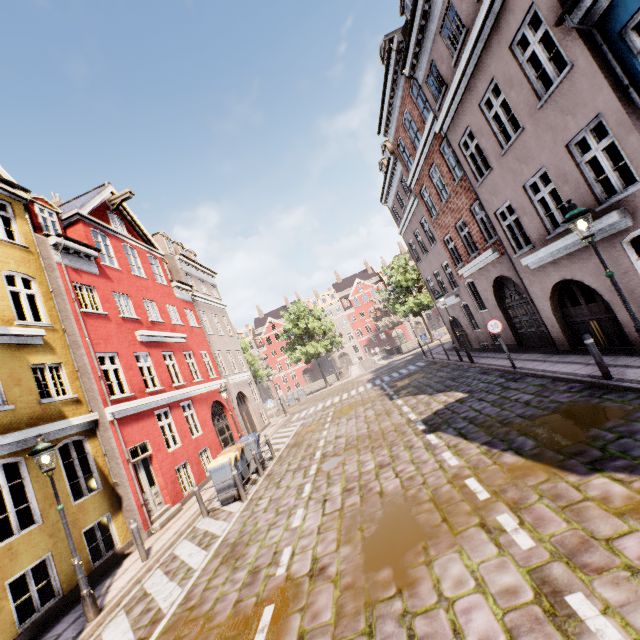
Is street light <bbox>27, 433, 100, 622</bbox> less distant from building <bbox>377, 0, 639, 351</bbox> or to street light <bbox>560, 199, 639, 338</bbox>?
building <bbox>377, 0, 639, 351</bbox>

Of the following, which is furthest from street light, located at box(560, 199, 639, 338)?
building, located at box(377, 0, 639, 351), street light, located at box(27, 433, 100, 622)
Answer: street light, located at box(27, 433, 100, 622)

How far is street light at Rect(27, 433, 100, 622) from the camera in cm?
662

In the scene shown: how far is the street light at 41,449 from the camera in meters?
6.6

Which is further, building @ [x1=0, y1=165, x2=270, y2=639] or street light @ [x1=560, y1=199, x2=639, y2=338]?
building @ [x1=0, y1=165, x2=270, y2=639]

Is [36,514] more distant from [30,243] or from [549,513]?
[549,513]

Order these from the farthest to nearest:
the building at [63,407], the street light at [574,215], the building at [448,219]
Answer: the building at [63,407] < the building at [448,219] < the street light at [574,215]
